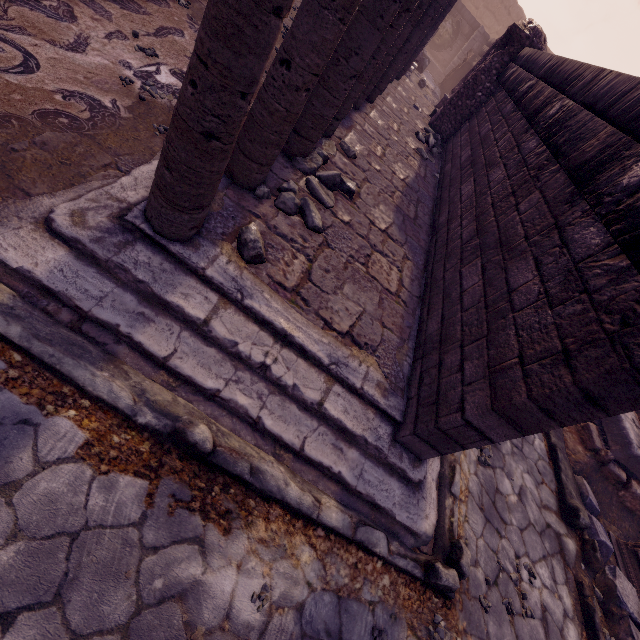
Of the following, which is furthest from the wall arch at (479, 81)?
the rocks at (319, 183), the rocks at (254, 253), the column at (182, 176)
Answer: the rocks at (254, 253)

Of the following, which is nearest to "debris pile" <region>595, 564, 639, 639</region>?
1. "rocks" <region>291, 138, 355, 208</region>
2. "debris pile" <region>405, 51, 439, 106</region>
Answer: "rocks" <region>291, 138, 355, 208</region>

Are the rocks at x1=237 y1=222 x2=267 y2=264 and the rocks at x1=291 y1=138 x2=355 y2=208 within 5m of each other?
yes

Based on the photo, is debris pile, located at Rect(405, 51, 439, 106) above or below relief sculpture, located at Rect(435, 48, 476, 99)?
below

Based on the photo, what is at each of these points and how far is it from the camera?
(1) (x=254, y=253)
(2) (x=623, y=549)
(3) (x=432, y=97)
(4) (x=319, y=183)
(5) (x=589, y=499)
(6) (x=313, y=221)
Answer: (1) rocks, 2.5 meters
(2) pedestal, 4.7 meters
(3) debris pile, 12.7 meters
(4) rocks, 3.8 meters
(5) debris pile, 4.6 meters
(6) rocks, 3.3 meters

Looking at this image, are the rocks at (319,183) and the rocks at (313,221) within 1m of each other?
yes

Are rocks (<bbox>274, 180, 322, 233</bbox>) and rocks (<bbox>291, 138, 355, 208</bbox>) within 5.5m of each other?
yes
